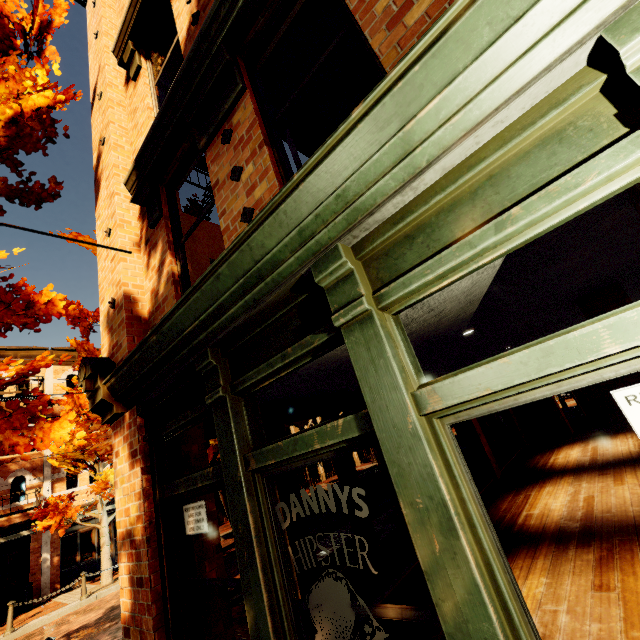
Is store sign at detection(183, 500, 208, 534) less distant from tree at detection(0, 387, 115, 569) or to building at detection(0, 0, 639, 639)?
building at detection(0, 0, 639, 639)

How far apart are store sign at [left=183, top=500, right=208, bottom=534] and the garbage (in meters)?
17.45

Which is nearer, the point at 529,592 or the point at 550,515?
the point at 529,592

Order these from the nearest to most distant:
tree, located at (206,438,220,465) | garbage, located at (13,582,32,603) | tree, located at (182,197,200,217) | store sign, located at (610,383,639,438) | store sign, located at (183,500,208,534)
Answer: store sign, located at (610,383,639,438), store sign, located at (183,500,208,534), tree, located at (206,438,220,465), tree, located at (182,197,200,217), garbage, located at (13,582,32,603)

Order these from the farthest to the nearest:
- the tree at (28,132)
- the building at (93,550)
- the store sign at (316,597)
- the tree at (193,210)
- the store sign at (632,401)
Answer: the building at (93,550) → the tree at (193,210) → the tree at (28,132) → the store sign at (316,597) → the store sign at (632,401)

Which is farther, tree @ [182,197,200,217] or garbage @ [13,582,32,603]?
garbage @ [13,582,32,603]

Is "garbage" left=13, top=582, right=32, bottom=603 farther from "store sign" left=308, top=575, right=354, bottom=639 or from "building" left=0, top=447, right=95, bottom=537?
"store sign" left=308, top=575, right=354, bottom=639

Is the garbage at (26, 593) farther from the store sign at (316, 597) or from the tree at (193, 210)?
the store sign at (316, 597)
